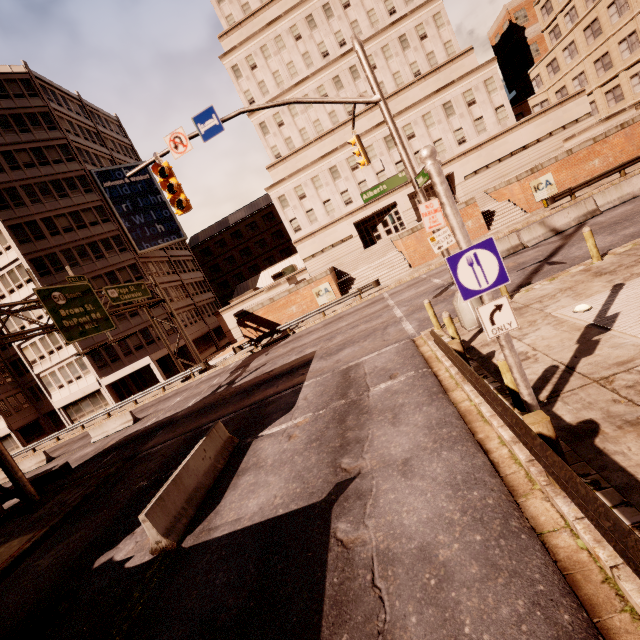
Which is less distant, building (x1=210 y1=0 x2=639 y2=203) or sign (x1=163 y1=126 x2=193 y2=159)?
sign (x1=163 y1=126 x2=193 y2=159)

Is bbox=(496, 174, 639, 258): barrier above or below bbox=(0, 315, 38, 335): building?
below

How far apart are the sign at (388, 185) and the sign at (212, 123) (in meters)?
4.67

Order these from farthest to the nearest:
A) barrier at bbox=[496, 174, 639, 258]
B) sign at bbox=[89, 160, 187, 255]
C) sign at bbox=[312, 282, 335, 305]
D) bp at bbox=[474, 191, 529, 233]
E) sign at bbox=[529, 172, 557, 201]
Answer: sign at bbox=[89, 160, 187, 255], sign at bbox=[312, 282, 335, 305], bp at bbox=[474, 191, 529, 233], sign at bbox=[529, 172, 557, 201], barrier at bbox=[496, 174, 639, 258]

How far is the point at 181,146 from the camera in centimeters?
1020cm

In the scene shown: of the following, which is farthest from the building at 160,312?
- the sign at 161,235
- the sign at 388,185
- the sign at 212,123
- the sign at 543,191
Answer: the sign at 543,191

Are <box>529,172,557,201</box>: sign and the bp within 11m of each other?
yes

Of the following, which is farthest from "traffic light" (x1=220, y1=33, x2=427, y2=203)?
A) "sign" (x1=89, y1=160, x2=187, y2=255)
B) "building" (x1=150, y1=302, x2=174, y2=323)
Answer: "sign" (x1=89, y1=160, x2=187, y2=255)
